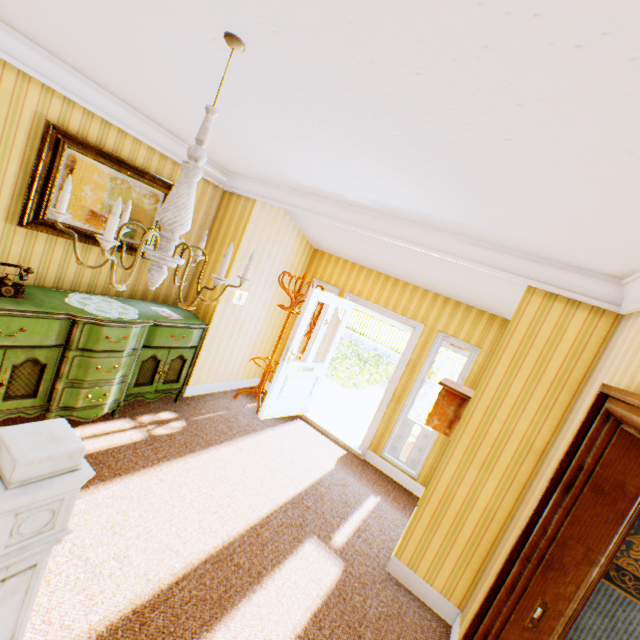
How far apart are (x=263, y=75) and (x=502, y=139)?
1.2m

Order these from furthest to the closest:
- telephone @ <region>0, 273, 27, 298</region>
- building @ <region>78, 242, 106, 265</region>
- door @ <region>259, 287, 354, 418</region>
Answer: door @ <region>259, 287, 354, 418</region> < building @ <region>78, 242, 106, 265</region> < telephone @ <region>0, 273, 27, 298</region>

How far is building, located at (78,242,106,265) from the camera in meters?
3.5

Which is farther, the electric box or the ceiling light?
the electric box

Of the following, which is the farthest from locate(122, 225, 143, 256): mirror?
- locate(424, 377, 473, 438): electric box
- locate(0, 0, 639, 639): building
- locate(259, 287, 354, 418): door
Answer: locate(424, 377, 473, 438): electric box

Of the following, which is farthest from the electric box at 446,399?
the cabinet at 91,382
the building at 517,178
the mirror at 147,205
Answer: the mirror at 147,205

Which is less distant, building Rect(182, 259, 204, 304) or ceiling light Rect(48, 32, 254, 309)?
ceiling light Rect(48, 32, 254, 309)

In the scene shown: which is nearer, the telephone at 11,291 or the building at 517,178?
the building at 517,178
